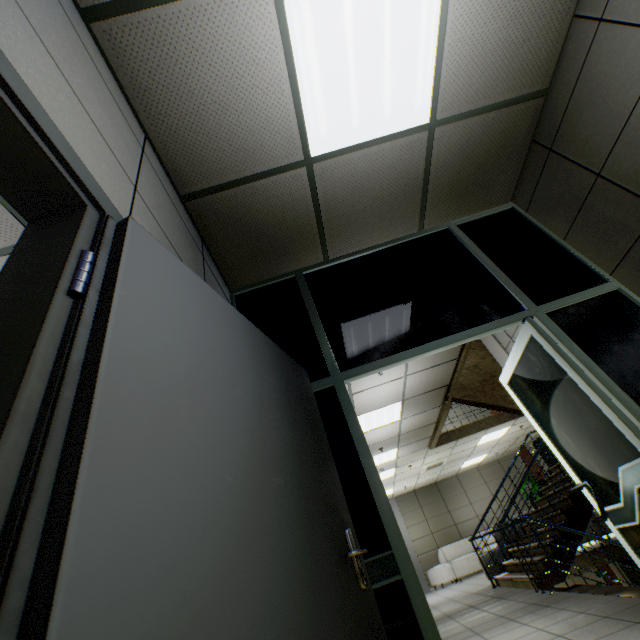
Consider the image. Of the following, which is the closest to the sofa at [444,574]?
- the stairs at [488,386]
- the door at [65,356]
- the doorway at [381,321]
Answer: the stairs at [488,386]

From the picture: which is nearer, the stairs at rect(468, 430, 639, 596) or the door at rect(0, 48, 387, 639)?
the door at rect(0, 48, 387, 639)

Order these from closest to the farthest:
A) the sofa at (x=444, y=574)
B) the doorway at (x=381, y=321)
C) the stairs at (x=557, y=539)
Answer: the doorway at (x=381, y=321), the stairs at (x=557, y=539), the sofa at (x=444, y=574)

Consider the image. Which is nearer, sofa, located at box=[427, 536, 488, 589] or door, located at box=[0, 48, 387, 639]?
door, located at box=[0, 48, 387, 639]

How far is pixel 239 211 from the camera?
2.5 meters

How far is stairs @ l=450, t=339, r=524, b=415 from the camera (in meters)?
5.35

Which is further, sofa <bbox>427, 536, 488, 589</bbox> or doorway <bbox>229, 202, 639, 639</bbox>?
sofa <bbox>427, 536, 488, 589</bbox>
